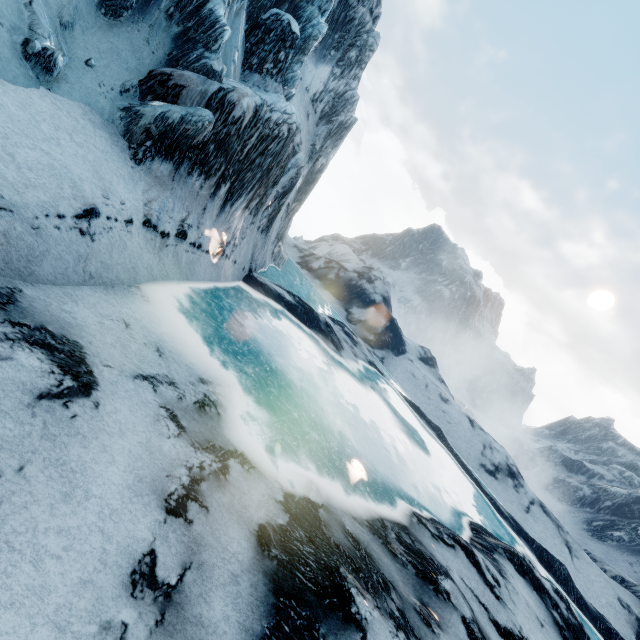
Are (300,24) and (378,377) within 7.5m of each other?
no
